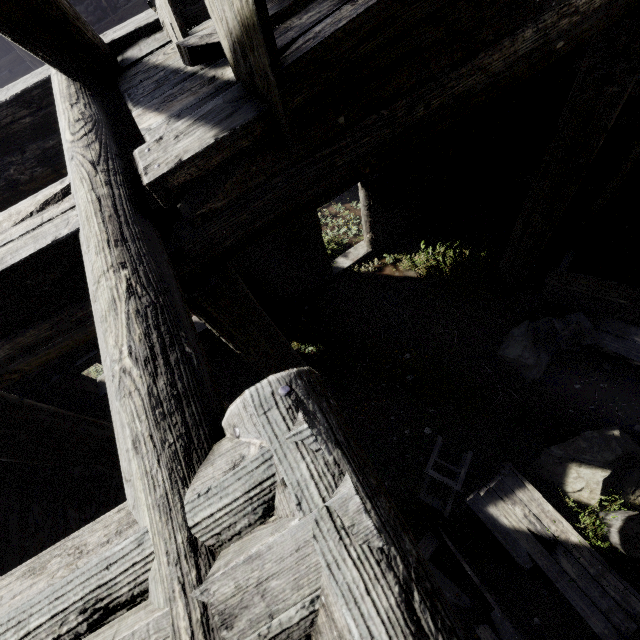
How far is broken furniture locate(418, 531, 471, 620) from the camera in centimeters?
474cm

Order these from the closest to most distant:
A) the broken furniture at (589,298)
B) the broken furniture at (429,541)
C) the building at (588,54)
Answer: the building at (588,54) < the broken furniture at (429,541) < the broken furniture at (589,298)

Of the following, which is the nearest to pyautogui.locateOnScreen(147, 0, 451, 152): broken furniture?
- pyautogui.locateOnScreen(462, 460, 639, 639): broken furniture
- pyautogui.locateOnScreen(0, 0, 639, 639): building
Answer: pyautogui.locateOnScreen(0, 0, 639, 639): building

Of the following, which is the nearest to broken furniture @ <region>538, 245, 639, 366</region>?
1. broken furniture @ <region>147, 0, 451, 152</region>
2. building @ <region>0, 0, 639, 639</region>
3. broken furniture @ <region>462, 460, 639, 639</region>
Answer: building @ <region>0, 0, 639, 639</region>

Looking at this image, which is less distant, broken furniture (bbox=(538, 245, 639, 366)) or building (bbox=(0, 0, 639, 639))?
building (bbox=(0, 0, 639, 639))

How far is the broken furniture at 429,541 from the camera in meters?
4.7 m

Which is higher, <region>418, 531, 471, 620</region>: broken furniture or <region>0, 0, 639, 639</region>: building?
<region>0, 0, 639, 639</region>: building

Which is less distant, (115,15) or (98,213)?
(98,213)
